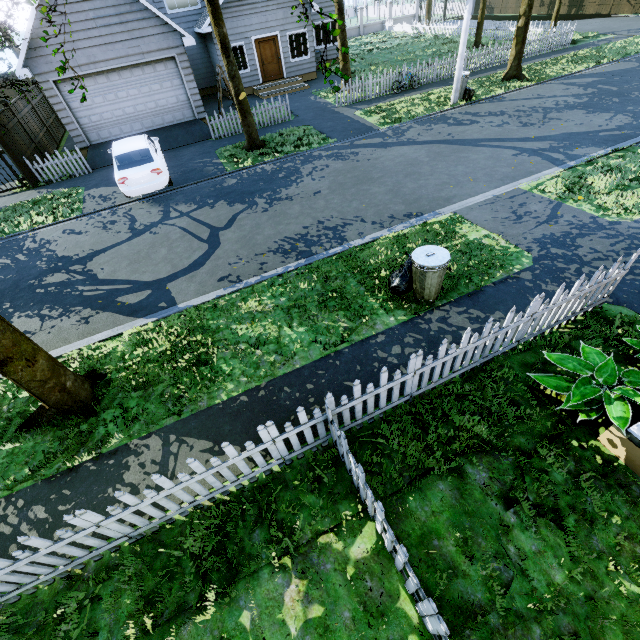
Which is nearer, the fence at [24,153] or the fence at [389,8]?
the fence at [24,153]

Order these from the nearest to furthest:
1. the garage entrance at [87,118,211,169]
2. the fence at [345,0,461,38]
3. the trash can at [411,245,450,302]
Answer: the trash can at [411,245,450,302], the garage entrance at [87,118,211,169], the fence at [345,0,461,38]

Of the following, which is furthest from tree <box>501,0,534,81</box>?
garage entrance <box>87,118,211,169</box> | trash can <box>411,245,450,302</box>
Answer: trash can <box>411,245,450,302</box>

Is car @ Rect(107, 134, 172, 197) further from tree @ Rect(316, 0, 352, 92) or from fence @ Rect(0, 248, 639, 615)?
tree @ Rect(316, 0, 352, 92)

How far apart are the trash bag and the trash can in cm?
1

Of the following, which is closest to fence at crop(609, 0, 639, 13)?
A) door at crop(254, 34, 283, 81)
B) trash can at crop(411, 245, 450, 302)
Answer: trash can at crop(411, 245, 450, 302)

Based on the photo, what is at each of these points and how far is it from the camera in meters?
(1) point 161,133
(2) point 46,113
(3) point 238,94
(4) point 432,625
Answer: (1) garage entrance, 15.1 m
(2) fence, 17.9 m
(3) tree, 12.0 m
(4) fence, 2.7 m

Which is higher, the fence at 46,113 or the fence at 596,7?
the fence at 46,113
